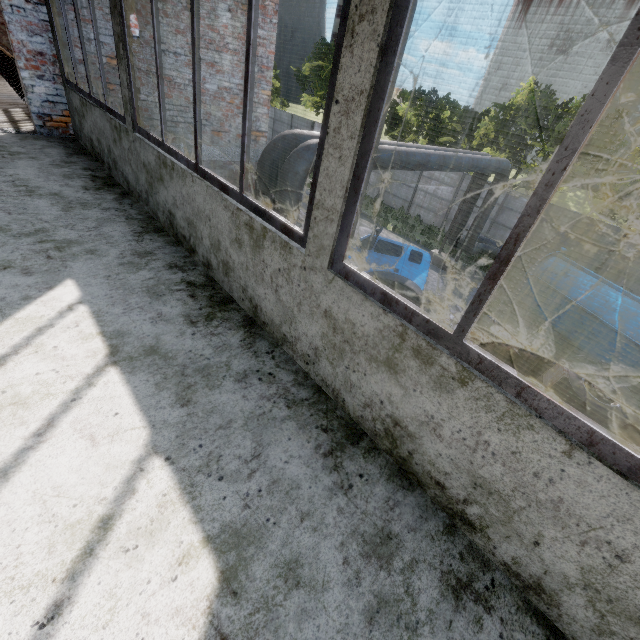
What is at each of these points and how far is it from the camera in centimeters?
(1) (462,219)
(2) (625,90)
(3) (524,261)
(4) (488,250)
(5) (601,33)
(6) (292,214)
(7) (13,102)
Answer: (1) pipe, 1582cm
(2) storage tank, 5597cm
(3) pipe, 1616cm
(4) pipe, 1706cm
(5) storage tank, 5538cm
(6) pipe, 720cm
(7) elevated walkway, 690cm

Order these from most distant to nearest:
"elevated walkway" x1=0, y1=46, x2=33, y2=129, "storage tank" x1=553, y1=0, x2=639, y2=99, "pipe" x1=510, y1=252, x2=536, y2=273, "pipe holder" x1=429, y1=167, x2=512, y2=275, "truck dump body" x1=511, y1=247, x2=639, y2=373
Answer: "storage tank" x1=553, y1=0, x2=639, y2=99 < "pipe" x1=510, y1=252, x2=536, y2=273 < "pipe holder" x1=429, y1=167, x2=512, y2=275 < "truck dump body" x1=511, y1=247, x2=639, y2=373 < "elevated walkway" x1=0, y1=46, x2=33, y2=129

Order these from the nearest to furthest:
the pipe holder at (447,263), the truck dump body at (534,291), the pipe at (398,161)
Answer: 1. the pipe at (398,161)
2. the truck dump body at (534,291)
3. the pipe holder at (447,263)

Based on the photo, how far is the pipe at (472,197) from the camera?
14.9m

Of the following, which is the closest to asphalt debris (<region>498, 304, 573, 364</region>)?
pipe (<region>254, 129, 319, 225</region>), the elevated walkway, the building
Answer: pipe (<region>254, 129, 319, 225</region>)

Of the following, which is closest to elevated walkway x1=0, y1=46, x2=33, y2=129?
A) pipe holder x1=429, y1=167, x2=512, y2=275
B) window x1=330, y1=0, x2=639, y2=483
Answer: window x1=330, y1=0, x2=639, y2=483

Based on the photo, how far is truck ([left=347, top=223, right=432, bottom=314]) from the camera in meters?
7.4 m

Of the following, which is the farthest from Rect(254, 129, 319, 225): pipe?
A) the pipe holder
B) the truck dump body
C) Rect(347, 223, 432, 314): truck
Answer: the truck dump body
